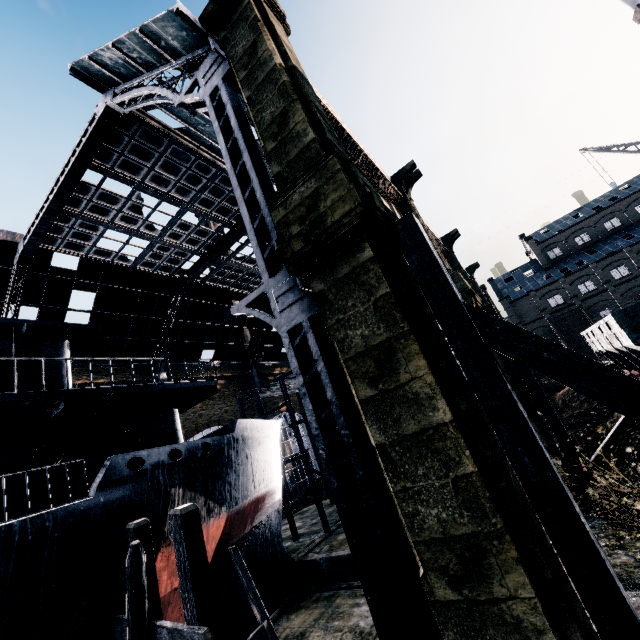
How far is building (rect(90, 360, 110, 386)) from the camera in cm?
2855

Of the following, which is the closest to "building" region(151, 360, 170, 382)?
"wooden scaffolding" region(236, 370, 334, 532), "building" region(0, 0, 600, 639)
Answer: "wooden scaffolding" region(236, 370, 334, 532)

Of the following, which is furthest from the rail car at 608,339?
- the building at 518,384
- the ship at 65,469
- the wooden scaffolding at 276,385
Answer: the wooden scaffolding at 276,385

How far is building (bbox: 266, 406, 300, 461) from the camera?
42.7m

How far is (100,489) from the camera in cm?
874

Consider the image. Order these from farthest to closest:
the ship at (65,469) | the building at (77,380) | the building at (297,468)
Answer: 1. the building at (297,468)
2. the building at (77,380)
3. the ship at (65,469)

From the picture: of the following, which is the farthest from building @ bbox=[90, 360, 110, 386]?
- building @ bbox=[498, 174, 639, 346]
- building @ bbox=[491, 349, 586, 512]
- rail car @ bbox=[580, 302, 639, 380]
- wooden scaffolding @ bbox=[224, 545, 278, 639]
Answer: wooden scaffolding @ bbox=[224, 545, 278, 639]

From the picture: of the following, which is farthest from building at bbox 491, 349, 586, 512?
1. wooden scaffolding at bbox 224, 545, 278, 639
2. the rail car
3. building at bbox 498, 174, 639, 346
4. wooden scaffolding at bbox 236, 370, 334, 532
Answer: building at bbox 498, 174, 639, 346
